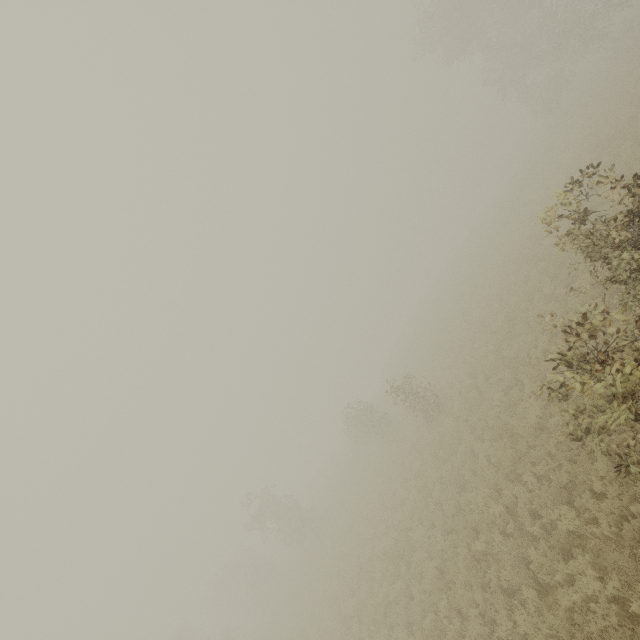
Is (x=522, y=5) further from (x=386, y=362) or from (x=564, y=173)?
(x=386, y=362)
